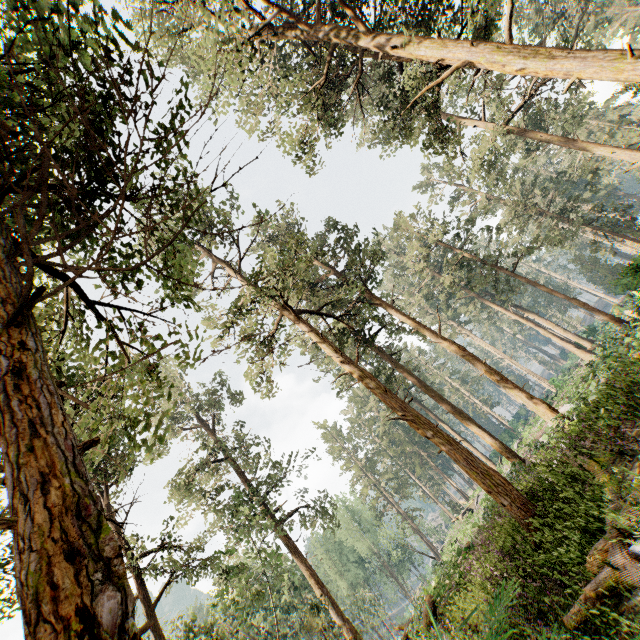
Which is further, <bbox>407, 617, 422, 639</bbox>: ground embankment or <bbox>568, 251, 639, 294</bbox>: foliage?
<bbox>568, 251, 639, 294</bbox>: foliage

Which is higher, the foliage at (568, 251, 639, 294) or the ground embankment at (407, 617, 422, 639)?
the foliage at (568, 251, 639, 294)

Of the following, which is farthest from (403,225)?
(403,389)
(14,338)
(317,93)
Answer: (14,338)

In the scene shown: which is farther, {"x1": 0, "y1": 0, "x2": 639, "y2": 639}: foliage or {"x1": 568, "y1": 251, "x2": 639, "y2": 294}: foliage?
{"x1": 568, "y1": 251, "x2": 639, "y2": 294}: foliage

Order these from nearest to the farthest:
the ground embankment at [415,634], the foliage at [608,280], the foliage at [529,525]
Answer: the foliage at [529,525] < the ground embankment at [415,634] < the foliage at [608,280]

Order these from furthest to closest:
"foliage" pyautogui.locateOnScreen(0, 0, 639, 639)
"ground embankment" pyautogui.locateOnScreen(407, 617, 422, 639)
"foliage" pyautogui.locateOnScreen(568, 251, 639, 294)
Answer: "foliage" pyautogui.locateOnScreen(568, 251, 639, 294) < "ground embankment" pyautogui.locateOnScreen(407, 617, 422, 639) < "foliage" pyautogui.locateOnScreen(0, 0, 639, 639)

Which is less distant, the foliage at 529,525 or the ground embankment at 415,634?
the foliage at 529,525
